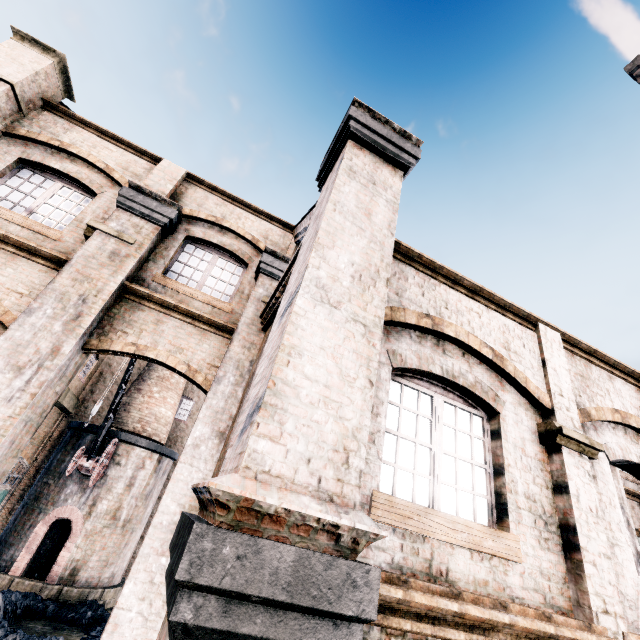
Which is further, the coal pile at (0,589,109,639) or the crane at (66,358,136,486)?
the crane at (66,358,136,486)

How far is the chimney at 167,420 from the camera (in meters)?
19.22

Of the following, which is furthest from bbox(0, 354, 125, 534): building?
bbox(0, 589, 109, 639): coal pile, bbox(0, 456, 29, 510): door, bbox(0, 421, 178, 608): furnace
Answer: bbox(0, 589, 109, 639): coal pile

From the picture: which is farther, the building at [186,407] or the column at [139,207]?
the building at [186,407]

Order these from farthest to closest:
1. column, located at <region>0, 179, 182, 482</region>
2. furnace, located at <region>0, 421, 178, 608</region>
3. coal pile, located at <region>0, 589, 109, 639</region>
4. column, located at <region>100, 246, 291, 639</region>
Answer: furnace, located at <region>0, 421, 178, 608</region>
coal pile, located at <region>0, 589, 109, 639</region>
column, located at <region>0, 179, 182, 482</region>
column, located at <region>100, 246, 291, 639</region>

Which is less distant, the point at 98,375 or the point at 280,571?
the point at 280,571

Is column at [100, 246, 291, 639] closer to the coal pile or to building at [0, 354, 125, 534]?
building at [0, 354, 125, 534]

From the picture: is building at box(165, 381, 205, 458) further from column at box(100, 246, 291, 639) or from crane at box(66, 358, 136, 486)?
crane at box(66, 358, 136, 486)
